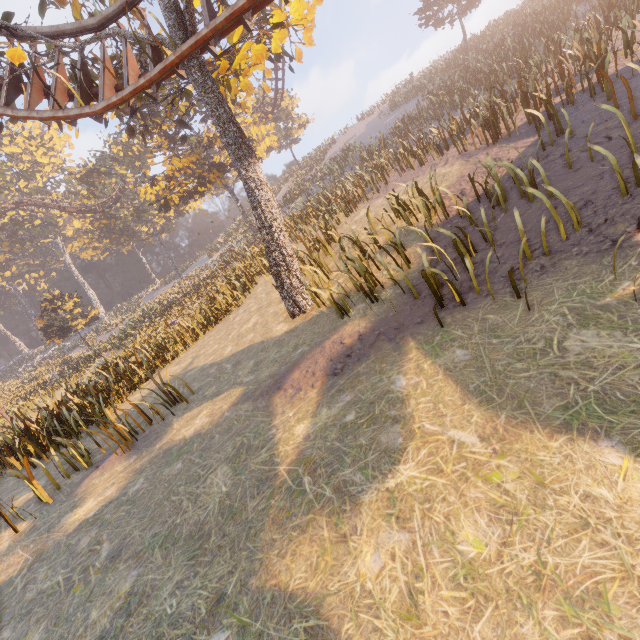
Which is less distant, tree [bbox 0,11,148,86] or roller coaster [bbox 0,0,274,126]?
roller coaster [bbox 0,0,274,126]

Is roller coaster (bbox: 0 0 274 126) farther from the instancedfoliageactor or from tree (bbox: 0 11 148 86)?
the instancedfoliageactor

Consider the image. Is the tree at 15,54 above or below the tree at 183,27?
above

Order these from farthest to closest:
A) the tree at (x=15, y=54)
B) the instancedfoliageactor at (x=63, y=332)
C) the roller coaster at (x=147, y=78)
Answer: the instancedfoliageactor at (x=63, y=332) < the tree at (x=15, y=54) < the roller coaster at (x=147, y=78)

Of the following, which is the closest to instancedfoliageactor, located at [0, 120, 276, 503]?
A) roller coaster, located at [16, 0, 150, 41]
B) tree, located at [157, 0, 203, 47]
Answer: roller coaster, located at [16, 0, 150, 41]

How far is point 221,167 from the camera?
24.0 meters
